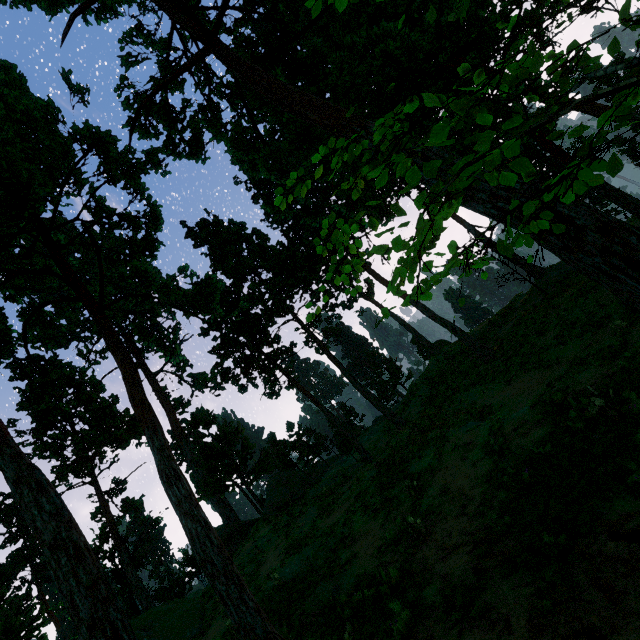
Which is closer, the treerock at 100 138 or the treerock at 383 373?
the treerock at 100 138

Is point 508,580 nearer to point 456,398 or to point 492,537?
point 492,537

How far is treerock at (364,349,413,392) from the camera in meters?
53.0

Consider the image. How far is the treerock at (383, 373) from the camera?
53.0m

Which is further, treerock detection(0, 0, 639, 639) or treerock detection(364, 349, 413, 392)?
treerock detection(364, 349, 413, 392)
